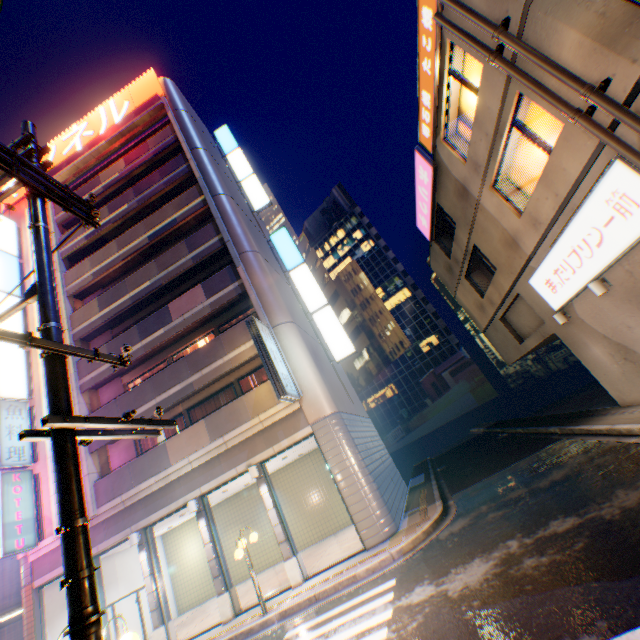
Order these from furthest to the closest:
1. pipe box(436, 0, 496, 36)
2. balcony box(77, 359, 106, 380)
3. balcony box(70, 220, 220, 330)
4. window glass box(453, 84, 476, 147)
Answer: balcony box(70, 220, 220, 330) < balcony box(77, 359, 106, 380) < window glass box(453, 84, 476, 147) < pipe box(436, 0, 496, 36)

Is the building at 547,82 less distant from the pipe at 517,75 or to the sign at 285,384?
the pipe at 517,75

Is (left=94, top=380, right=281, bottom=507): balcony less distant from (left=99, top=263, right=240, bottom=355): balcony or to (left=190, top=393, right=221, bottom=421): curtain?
(left=190, top=393, right=221, bottom=421): curtain

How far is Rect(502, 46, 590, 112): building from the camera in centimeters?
697cm

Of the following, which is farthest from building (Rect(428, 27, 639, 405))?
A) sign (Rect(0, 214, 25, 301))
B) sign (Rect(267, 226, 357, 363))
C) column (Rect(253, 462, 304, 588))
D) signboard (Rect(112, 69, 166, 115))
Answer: sign (Rect(0, 214, 25, 301))

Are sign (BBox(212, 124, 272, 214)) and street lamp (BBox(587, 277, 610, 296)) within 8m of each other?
no

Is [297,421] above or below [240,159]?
below

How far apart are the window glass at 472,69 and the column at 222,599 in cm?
1724
